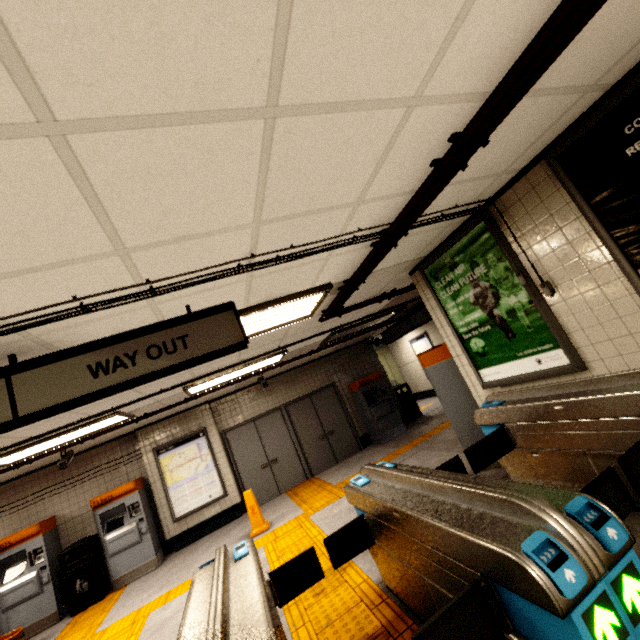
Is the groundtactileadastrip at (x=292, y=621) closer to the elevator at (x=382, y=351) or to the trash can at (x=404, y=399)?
the trash can at (x=404, y=399)

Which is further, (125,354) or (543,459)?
(543,459)

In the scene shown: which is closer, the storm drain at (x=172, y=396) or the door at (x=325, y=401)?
the storm drain at (x=172, y=396)

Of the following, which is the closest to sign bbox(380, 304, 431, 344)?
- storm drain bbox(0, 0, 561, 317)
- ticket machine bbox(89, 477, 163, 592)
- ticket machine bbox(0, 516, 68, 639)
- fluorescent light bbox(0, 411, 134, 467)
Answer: storm drain bbox(0, 0, 561, 317)

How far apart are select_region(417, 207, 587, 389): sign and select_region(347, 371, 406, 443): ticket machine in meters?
5.3

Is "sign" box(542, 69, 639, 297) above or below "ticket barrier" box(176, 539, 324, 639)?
above

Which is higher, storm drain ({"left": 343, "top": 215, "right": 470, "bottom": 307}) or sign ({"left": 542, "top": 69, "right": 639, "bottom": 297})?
storm drain ({"left": 343, "top": 215, "right": 470, "bottom": 307})

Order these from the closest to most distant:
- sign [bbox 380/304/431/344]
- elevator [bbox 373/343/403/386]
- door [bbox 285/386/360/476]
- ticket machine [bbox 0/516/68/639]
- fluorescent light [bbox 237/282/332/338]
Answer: fluorescent light [bbox 237/282/332/338], ticket machine [bbox 0/516/68/639], sign [bbox 380/304/431/344], door [bbox 285/386/360/476], elevator [bbox 373/343/403/386]
